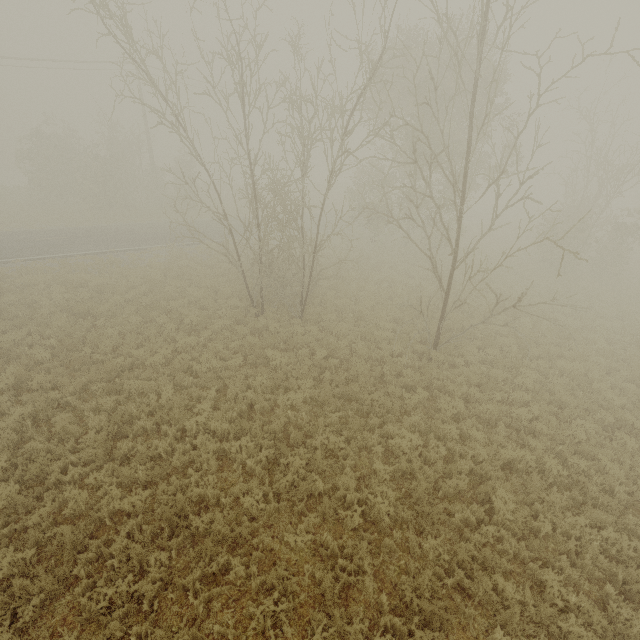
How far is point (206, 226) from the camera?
27.1m
